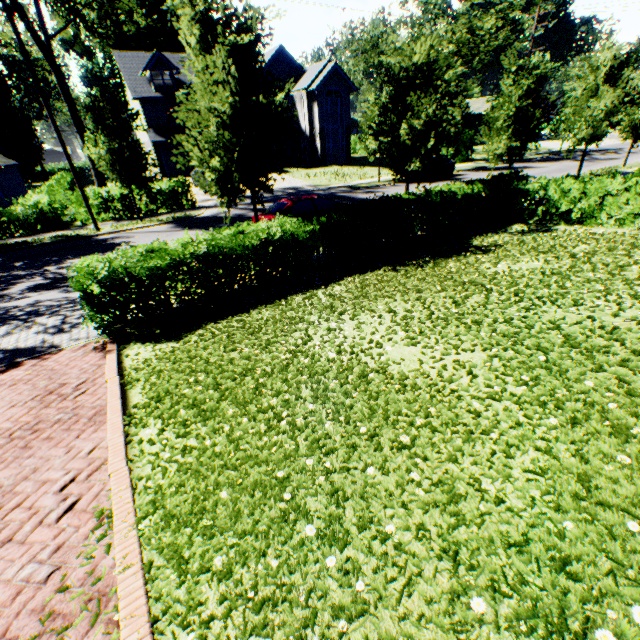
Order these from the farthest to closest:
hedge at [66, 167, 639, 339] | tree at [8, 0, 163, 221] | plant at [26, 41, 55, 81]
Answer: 1. plant at [26, 41, 55, 81]
2. tree at [8, 0, 163, 221]
3. hedge at [66, 167, 639, 339]

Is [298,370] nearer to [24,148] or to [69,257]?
[69,257]

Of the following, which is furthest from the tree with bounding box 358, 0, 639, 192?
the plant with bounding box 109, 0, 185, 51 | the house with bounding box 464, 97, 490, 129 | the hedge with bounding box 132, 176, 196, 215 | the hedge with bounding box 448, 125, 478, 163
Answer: the house with bounding box 464, 97, 490, 129

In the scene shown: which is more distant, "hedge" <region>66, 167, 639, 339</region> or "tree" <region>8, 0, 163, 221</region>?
"tree" <region>8, 0, 163, 221</region>

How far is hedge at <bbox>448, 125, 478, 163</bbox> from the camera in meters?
33.8

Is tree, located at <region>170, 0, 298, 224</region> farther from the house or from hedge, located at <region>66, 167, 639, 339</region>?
the house

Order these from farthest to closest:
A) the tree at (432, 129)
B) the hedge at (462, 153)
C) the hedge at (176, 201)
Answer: the hedge at (462, 153)
the hedge at (176, 201)
the tree at (432, 129)

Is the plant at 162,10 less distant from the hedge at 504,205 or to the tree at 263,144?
the tree at 263,144
